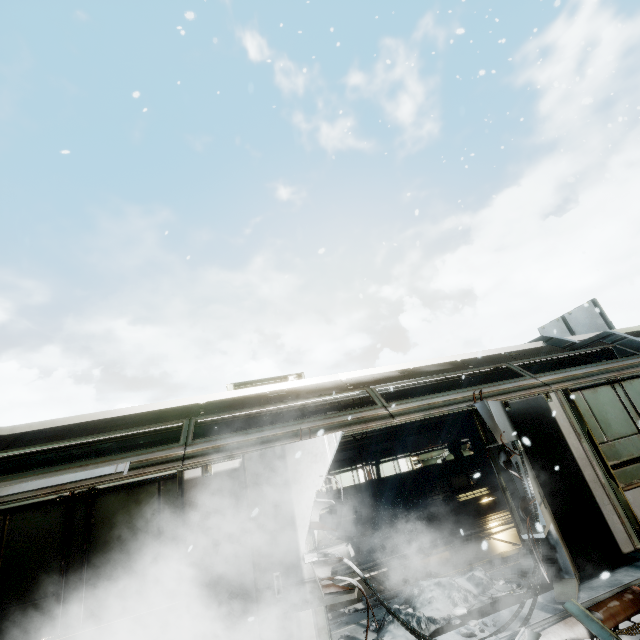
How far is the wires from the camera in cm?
396

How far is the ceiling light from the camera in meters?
11.8 m

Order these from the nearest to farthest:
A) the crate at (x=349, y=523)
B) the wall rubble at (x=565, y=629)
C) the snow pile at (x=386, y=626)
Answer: the wall rubble at (x=565, y=629) → the snow pile at (x=386, y=626) → the crate at (x=349, y=523)

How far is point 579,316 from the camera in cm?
1647

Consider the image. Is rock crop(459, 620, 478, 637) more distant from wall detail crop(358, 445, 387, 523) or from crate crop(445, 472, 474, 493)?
crate crop(445, 472, 474, 493)

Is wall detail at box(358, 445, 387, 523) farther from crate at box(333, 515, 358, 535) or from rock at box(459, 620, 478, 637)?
rock at box(459, 620, 478, 637)

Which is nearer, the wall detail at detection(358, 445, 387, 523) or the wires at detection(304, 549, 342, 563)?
the wires at detection(304, 549, 342, 563)

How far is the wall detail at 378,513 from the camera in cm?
1193
